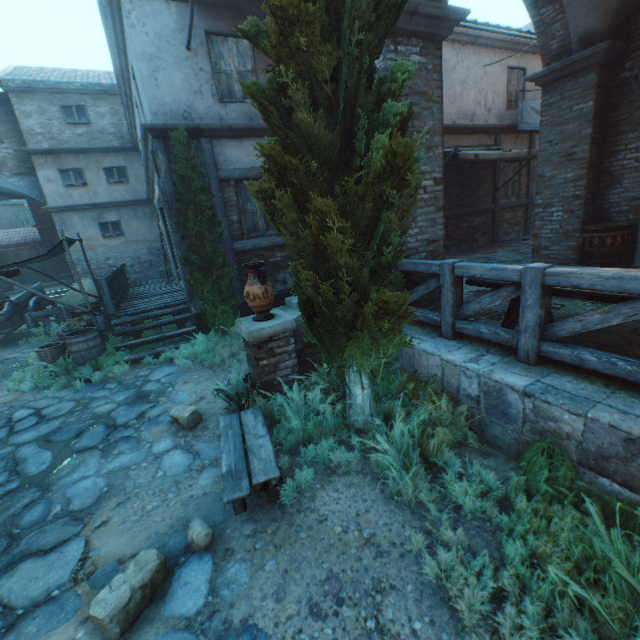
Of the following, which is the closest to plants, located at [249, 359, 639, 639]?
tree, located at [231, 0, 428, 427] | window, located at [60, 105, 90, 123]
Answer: tree, located at [231, 0, 428, 427]

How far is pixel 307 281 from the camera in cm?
328

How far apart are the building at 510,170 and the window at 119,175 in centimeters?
1702cm

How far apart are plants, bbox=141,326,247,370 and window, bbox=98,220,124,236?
12.5m

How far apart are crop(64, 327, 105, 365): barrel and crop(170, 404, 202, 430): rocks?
3.7m

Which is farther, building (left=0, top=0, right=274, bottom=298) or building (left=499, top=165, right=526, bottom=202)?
building (left=499, top=165, right=526, bottom=202)

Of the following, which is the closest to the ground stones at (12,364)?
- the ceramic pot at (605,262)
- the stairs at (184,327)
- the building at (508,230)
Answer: the stairs at (184,327)

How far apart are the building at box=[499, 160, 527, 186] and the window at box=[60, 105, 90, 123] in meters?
18.2
